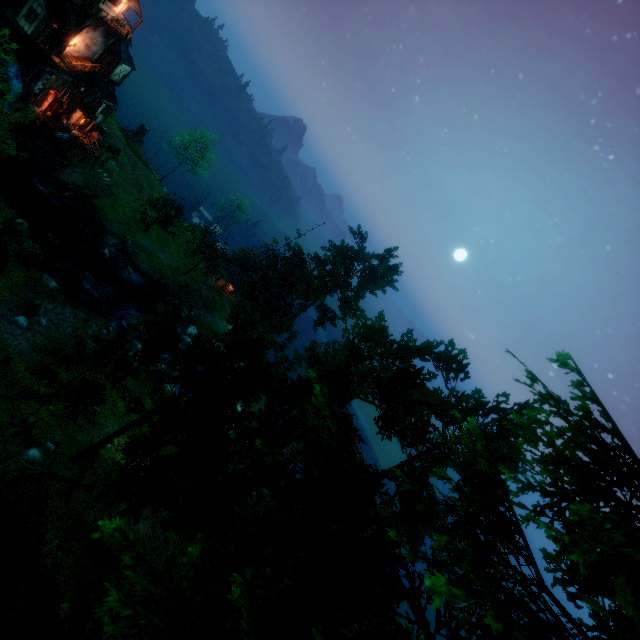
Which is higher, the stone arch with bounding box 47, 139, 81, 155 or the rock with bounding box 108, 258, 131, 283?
the stone arch with bounding box 47, 139, 81, 155

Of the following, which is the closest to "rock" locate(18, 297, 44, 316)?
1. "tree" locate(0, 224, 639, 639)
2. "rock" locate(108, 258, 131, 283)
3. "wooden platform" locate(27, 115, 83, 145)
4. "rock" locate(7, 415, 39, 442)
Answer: "tree" locate(0, 224, 639, 639)

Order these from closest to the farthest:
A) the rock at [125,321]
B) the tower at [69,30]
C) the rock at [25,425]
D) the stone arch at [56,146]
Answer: the rock at [25,425] < the tower at [69,30] < the rock at [125,321] < the stone arch at [56,146]

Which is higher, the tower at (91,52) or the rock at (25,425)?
the tower at (91,52)

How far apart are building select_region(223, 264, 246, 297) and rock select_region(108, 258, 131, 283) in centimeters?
1360cm

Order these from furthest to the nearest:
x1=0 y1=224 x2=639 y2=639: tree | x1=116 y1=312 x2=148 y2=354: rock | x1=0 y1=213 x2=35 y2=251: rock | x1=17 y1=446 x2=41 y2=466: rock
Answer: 1. x1=116 y1=312 x2=148 y2=354: rock
2. x1=0 y1=213 x2=35 y2=251: rock
3. x1=17 y1=446 x2=41 y2=466: rock
4. x1=0 y1=224 x2=639 y2=639: tree

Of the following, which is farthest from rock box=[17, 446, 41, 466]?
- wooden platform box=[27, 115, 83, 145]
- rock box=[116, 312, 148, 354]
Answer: wooden platform box=[27, 115, 83, 145]

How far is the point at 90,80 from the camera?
39.3 meters
